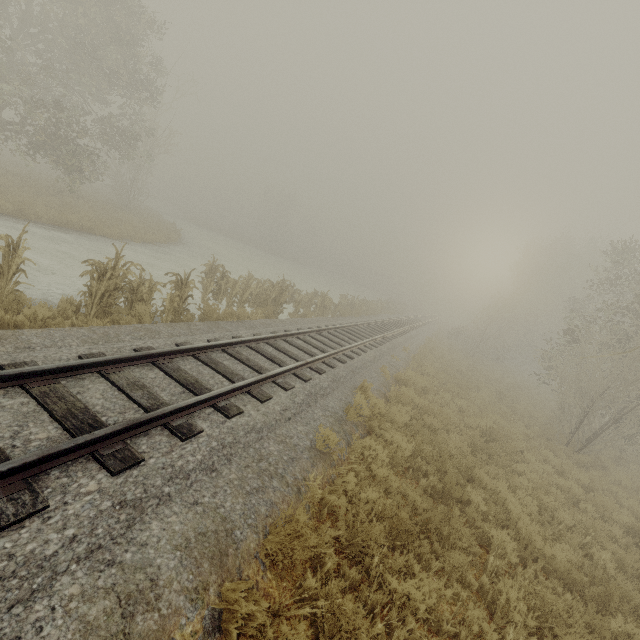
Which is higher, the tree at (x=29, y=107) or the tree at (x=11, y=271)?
the tree at (x=29, y=107)

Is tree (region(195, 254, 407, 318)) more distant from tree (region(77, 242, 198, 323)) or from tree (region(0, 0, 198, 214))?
tree (region(0, 0, 198, 214))

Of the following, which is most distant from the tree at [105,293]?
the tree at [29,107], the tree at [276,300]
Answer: the tree at [29,107]

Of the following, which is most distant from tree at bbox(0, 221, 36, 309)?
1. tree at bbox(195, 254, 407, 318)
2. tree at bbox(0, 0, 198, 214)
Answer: tree at bbox(0, 0, 198, 214)

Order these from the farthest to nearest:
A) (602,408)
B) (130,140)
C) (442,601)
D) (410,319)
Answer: (410,319) → (130,140) → (602,408) → (442,601)

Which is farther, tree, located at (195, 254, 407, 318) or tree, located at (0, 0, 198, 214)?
tree, located at (0, 0, 198, 214)

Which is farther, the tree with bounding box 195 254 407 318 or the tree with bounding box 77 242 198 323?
the tree with bounding box 195 254 407 318
